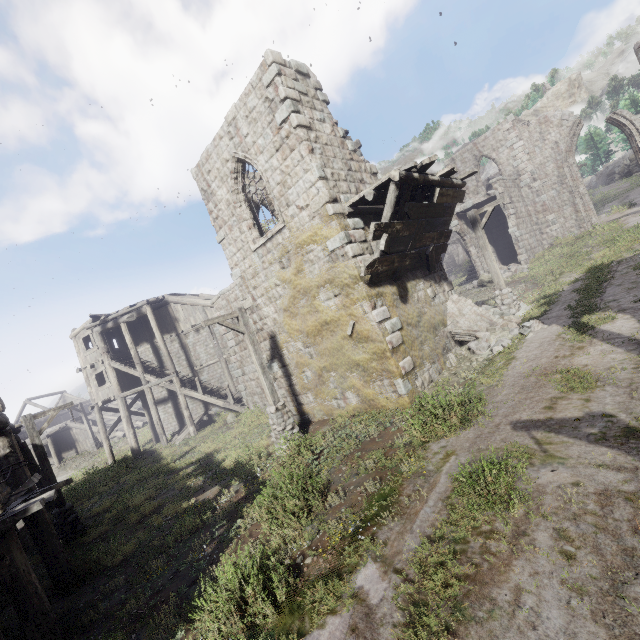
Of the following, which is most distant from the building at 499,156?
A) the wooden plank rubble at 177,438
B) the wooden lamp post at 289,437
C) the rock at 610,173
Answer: the rock at 610,173

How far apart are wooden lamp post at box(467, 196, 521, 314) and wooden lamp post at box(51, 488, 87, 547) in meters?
17.5

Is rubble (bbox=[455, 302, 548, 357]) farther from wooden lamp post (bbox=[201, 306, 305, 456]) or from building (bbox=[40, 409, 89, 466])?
building (bbox=[40, 409, 89, 466])

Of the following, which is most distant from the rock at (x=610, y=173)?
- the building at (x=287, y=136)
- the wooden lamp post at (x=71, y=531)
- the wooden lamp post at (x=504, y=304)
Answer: the wooden lamp post at (x=71, y=531)

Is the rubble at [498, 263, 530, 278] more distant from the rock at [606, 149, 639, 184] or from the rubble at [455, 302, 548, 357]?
the rock at [606, 149, 639, 184]

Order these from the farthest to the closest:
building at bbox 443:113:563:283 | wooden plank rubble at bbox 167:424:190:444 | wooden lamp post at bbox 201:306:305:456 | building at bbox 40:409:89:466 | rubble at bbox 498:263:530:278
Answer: building at bbox 40:409:89:466
building at bbox 443:113:563:283
wooden plank rubble at bbox 167:424:190:444
rubble at bbox 498:263:530:278
wooden lamp post at bbox 201:306:305:456

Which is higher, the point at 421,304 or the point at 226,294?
the point at 226,294

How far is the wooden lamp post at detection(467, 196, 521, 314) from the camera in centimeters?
1295cm
